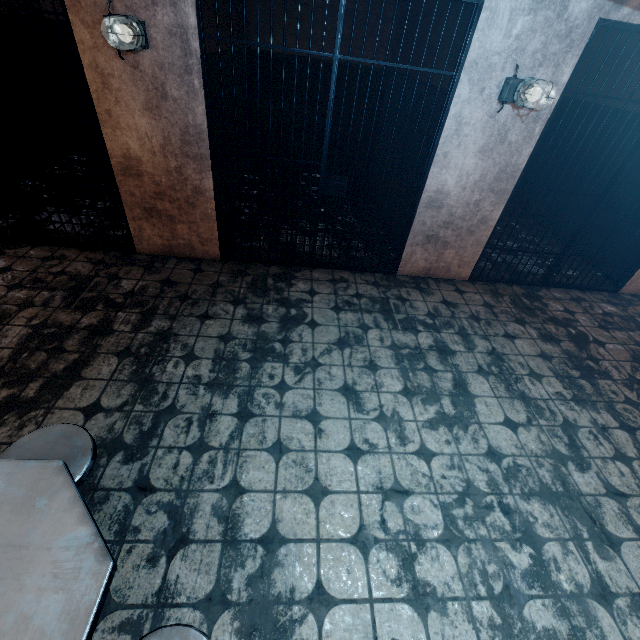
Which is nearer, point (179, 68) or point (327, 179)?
point (179, 68)

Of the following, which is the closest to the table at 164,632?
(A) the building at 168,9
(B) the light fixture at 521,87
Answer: (A) the building at 168,9

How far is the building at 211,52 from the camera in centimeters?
327cm

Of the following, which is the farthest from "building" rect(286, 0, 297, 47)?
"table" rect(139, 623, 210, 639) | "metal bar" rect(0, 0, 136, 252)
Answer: "table" rect(139, 623, 210, 639)

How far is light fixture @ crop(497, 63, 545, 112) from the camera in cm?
259

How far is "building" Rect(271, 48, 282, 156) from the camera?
5.3 meters

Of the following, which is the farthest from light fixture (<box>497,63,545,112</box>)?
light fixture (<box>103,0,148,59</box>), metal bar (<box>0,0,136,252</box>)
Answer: metal bar (<box>0,0,136,252</box>)

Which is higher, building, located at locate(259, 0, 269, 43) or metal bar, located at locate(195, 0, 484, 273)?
building, located at locate(259, 0, 269, 43)
